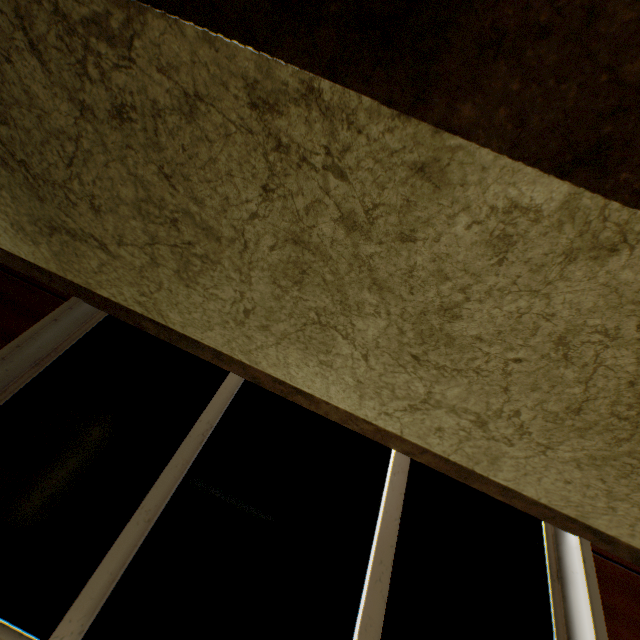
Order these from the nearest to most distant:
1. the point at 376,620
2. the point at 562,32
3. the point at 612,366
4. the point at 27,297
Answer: the point at 562,32 → the point at 612,366 → the point at 376,620 → the point at 27,297
